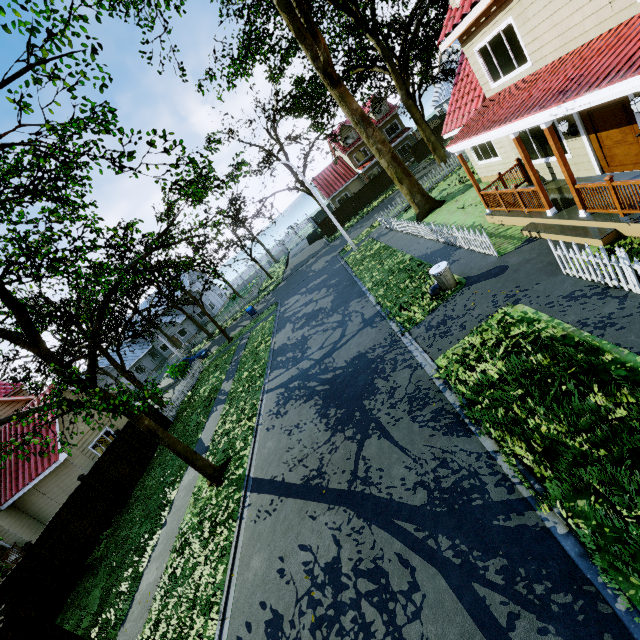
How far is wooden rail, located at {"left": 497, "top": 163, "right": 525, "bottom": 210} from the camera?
10.8 meters

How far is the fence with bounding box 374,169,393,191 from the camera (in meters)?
38.66

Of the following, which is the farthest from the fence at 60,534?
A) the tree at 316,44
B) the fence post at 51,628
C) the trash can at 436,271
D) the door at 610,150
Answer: the door at 610,150

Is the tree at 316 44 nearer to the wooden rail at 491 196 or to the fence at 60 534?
the fence at 60 534

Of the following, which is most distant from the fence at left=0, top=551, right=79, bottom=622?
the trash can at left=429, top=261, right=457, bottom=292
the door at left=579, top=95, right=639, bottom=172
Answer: the door at left=579, top=95, right=639, bottom=172

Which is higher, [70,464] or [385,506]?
[70,464]
